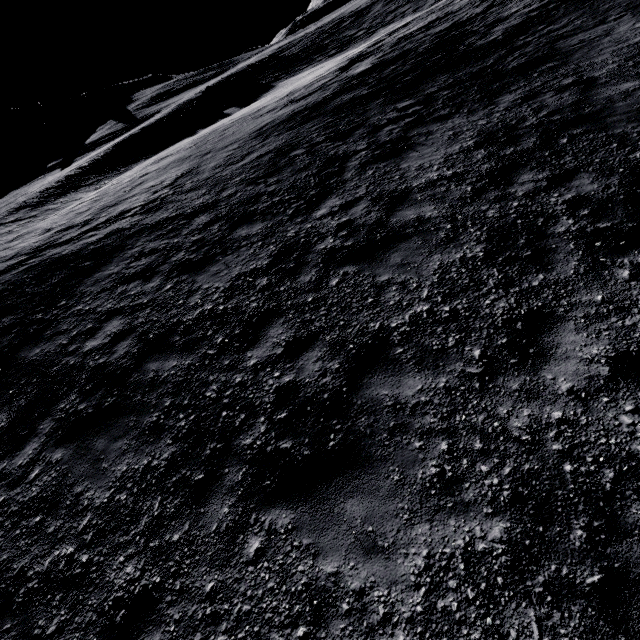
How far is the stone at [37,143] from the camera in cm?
5347

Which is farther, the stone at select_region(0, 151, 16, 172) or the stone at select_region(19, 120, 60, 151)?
the stone at select_region(19, 120, 60, 151)

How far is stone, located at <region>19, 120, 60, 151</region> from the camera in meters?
53.5 m

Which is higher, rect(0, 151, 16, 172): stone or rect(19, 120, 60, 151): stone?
rect(19, 120, 60, 151): stone

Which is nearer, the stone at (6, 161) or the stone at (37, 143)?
the stone at (6, 161)

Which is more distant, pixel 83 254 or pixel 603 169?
pixel 83 254
